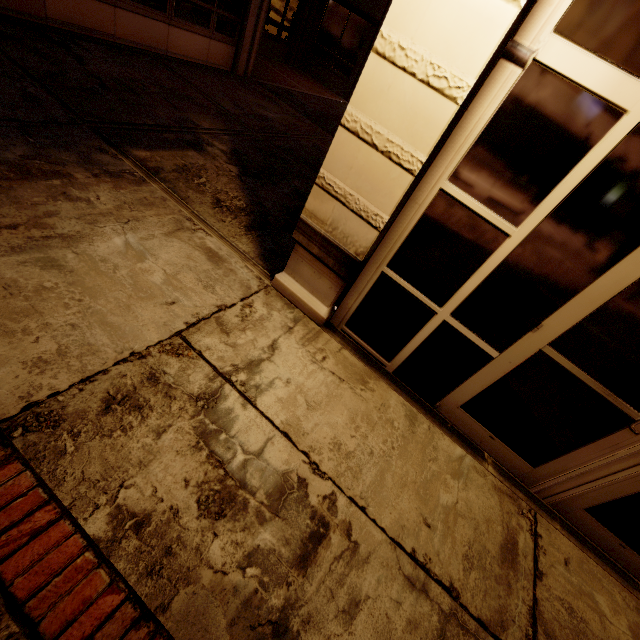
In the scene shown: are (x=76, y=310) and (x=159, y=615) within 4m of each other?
yes
